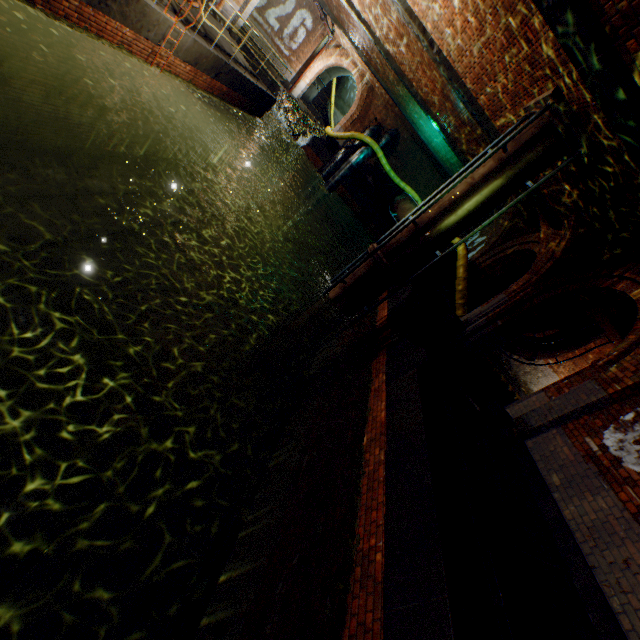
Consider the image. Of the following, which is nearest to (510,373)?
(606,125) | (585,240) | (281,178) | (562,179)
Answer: (585,240)

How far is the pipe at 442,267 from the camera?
13.2m

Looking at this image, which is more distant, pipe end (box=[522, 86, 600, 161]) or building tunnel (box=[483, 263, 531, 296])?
building tunnel (box=[483, 263, 531, 296])

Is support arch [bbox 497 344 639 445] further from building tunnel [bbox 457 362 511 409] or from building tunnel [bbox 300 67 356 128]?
building tunnel [bbox 300 67 356 128]

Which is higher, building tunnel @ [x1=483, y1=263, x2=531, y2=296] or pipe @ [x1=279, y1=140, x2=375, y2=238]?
building tunnel @ [x1=483, y1=263, x2=531, y2=296]

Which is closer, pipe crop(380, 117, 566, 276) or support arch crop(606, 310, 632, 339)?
pipe crop(380, 117, 566, 276)

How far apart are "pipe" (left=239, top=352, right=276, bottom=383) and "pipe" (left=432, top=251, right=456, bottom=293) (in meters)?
7.71

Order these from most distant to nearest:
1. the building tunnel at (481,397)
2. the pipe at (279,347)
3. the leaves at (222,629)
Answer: the building tunnel at (481,397)
the pipe at (279,347)
the leaves at (222,629)
